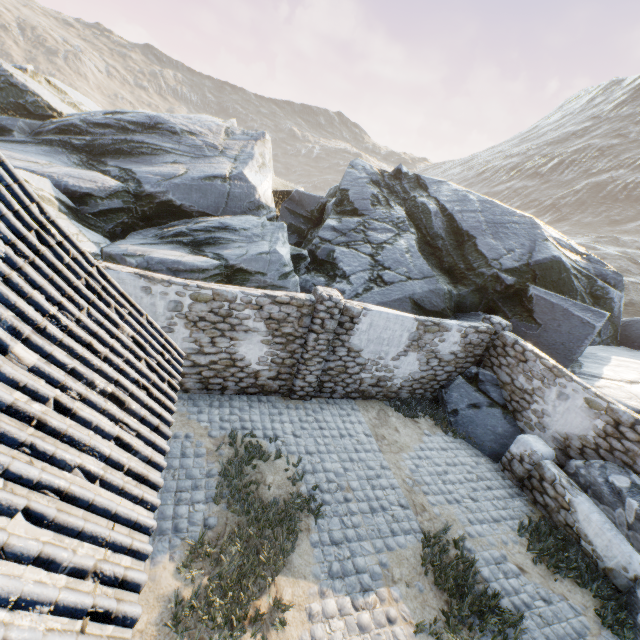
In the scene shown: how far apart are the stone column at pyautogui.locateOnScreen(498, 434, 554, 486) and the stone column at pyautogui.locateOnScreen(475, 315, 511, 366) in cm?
253

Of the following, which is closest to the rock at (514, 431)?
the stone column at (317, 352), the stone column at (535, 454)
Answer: the stone column at (535, 454)

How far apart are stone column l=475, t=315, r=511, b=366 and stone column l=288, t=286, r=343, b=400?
5.4m

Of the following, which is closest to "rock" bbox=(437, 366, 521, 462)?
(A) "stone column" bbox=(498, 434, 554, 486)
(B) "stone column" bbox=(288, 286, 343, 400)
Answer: (A) "stone column" bbox=(498, 434, 554, 486)

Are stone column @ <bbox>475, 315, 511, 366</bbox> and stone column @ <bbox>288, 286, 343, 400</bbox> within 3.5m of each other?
no

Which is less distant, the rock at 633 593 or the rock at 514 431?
the rock at 633 593

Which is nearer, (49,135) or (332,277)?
(332,277)
